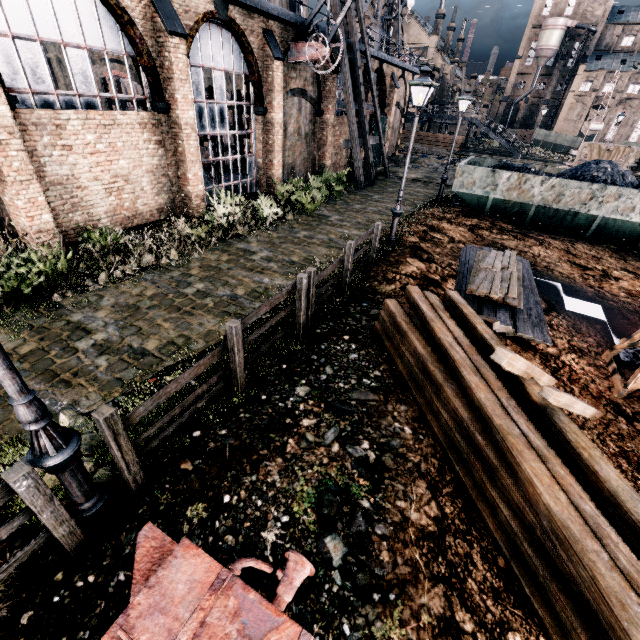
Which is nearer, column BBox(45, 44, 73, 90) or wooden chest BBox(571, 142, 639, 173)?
column BBox(45, 44, 73, 90)

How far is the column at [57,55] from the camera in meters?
18.2 m

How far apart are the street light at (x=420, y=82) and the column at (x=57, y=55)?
21.2m

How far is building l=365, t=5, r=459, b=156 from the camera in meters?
26.7 m

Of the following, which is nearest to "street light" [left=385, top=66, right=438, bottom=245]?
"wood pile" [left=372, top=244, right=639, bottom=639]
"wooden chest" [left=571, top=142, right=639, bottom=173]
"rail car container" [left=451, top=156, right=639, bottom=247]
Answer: "wood pile" [left=372, top=244, right=639, bottom=639]

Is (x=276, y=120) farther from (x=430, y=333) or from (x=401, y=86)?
(x=401, y=86)

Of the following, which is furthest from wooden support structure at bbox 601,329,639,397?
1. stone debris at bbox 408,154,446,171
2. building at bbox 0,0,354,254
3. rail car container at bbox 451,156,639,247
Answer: stone debris at bbox 408,154,446,171

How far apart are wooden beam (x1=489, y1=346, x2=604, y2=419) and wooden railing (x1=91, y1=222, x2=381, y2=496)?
3.3m
